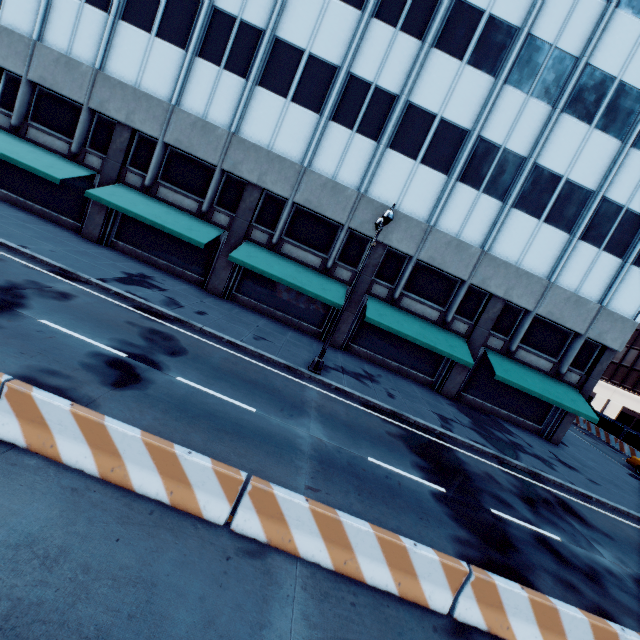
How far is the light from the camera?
12.0 meters

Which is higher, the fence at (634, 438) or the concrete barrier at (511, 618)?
the fence at (634, 438)

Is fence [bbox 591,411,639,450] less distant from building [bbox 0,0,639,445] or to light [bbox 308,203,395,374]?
building [bbox 0,0,639,445]

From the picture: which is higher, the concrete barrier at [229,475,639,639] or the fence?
the fence

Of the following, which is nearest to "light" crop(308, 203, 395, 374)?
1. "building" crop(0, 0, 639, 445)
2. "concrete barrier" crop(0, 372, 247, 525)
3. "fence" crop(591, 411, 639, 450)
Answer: "building" crop(0, 0, 639, 445)

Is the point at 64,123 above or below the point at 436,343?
above

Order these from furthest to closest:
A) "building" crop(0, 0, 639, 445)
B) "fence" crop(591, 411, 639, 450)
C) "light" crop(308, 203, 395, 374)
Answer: "fence" crop(591, 411, 639, 450)
"building" crop(0, 0, 639, 445)
"light" crop(308, 203, 395, 374)
